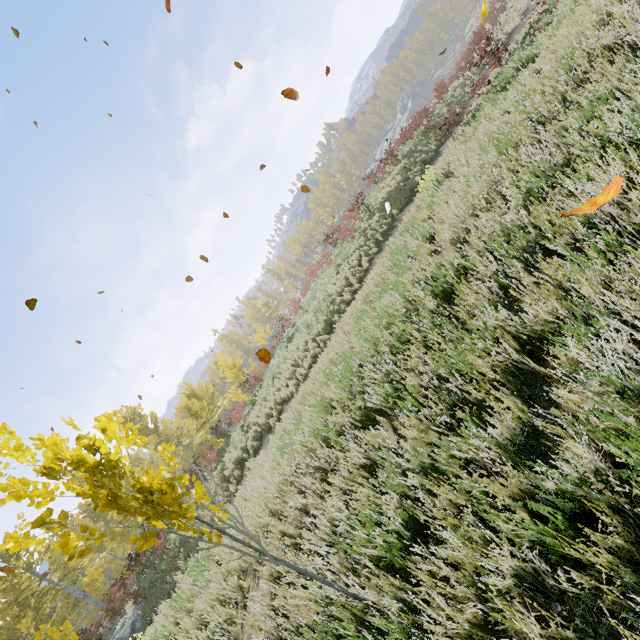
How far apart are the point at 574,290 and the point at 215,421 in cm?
5822

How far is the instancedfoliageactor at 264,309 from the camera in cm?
5406

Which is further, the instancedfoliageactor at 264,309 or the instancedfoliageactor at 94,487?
the instancedfoliageactor at 264,309

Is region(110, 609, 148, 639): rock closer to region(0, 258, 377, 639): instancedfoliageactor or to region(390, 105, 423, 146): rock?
region(0, 258, 377, 639): instancedfoliageactor

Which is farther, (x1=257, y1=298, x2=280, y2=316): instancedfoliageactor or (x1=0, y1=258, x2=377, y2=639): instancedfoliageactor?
(x1=257, y1=298, x2=280, y2=316): instancedfoliageactor

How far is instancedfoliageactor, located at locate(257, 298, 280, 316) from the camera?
54.1 meters

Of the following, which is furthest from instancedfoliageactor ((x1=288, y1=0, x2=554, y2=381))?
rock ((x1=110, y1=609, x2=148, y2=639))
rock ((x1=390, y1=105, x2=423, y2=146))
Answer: rock ((x1=390, y1=105, x2=423, y2=146))
